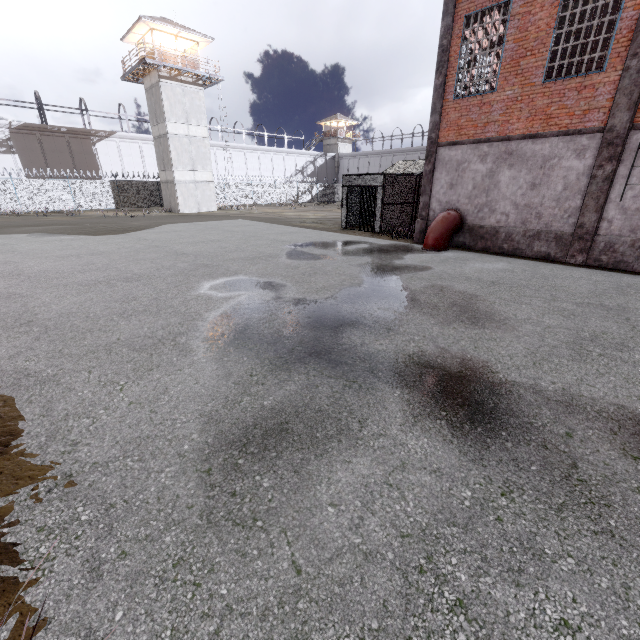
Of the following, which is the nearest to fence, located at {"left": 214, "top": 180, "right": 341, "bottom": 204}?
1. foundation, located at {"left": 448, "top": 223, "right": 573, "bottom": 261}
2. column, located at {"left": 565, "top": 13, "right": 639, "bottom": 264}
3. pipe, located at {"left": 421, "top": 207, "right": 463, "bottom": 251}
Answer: column, located at {"left": 565, "top": 13, "right": 639, "bottom": 264}

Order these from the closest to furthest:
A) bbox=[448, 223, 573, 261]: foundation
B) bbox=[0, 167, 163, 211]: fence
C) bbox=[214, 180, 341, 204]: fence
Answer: bbox=[448, 223, 573, 261]: foundation
bbox=[0, 167, 163, 211]: fence
bbox=[214, 180, 341, 204]: fence

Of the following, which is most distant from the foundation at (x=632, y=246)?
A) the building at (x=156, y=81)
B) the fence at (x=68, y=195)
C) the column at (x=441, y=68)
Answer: the building at (x=156, y=81)

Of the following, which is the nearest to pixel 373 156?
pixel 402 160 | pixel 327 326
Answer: pixel 402 160

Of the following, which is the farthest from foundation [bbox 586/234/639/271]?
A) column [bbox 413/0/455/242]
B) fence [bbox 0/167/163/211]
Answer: fence [bbox 0/167/163/211]

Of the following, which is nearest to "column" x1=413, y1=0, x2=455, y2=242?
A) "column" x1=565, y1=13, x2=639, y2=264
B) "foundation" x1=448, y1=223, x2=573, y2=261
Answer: "foundation" x1=448, y1=223, x2=573, y2=261

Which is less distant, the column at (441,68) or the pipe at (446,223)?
the column at (441,68)

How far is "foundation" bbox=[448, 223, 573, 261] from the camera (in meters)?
11.10
